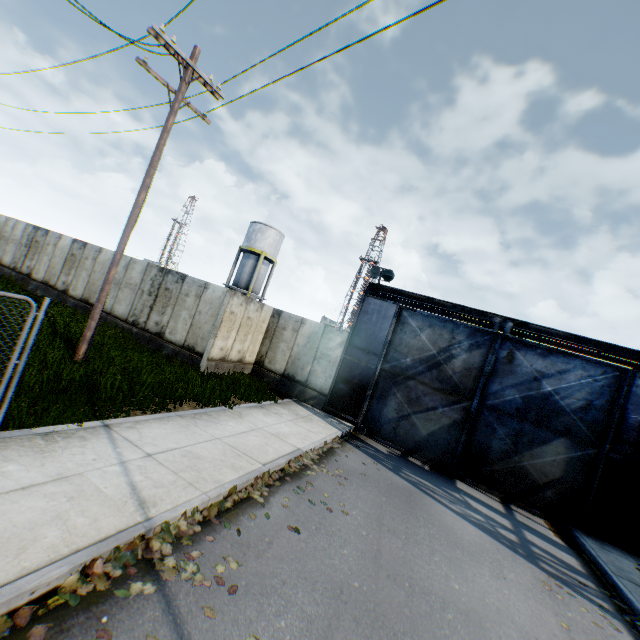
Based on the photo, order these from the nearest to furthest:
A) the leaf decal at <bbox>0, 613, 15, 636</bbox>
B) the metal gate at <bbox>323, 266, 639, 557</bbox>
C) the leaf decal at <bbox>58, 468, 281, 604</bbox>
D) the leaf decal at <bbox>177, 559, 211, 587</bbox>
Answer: the leaf decal at <bbox>0, 613, 15, 636</bbox> < the leaf decal at <bbox>58, 468, 281, 604</bbox> < the leaf decal at <bbox>177, 559, 211, 587</bbox> < the metal gate at <bbox>323, 266, 639, 557</bbox>

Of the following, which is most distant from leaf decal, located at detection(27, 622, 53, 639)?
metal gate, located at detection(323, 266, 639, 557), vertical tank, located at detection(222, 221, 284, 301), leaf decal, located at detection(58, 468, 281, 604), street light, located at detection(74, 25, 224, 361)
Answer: vertical tank, located at detection(222, 221, 284, 301)

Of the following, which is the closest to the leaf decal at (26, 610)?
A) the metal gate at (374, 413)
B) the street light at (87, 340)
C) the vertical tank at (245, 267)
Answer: the street light at (87, 340)

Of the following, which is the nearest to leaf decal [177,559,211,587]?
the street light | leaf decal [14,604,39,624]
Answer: leaf decal [14,604,39,624]

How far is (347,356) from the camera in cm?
1401

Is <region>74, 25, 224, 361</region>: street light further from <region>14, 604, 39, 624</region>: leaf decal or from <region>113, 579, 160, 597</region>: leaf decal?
<region>14, 604, 39, 624</region>: leaf decal

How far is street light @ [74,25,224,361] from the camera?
8.78m

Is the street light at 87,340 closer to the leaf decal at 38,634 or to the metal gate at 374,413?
the leaf decal at 38,634
